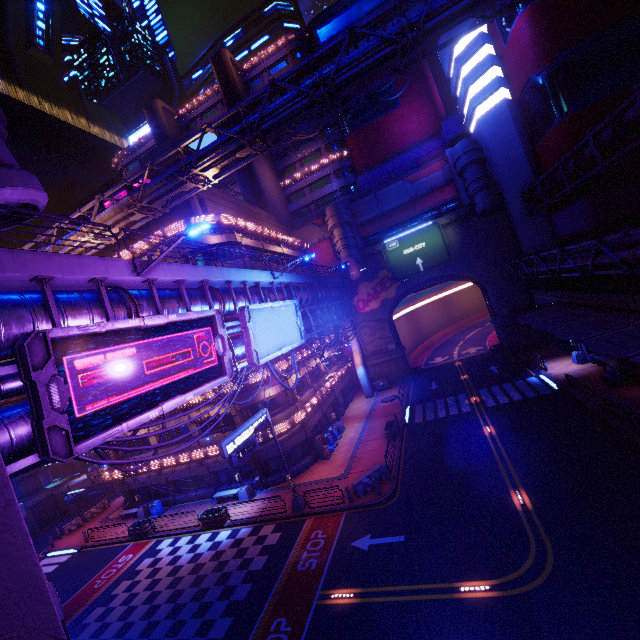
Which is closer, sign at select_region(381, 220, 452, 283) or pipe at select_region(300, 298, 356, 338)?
pipe at select_region(300, 298, 356, 338)

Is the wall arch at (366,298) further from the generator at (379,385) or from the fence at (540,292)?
the fence at (540,292)

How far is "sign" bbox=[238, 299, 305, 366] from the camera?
15.8 meters

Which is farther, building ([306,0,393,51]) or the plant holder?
building ([306,0,393,51])

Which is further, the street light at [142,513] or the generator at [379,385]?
the generator at [379,385]

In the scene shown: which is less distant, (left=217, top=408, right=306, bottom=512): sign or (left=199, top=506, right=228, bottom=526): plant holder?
(left=217, top=408, right=306, bottom=512): sign

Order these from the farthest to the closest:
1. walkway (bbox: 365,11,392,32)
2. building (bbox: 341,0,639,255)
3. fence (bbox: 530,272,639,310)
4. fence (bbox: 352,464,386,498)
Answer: walkway (bbox: 365,11,392,32)
building (bbox: 341,0,639,255)
fence (bbox: 352,464,386,498)
fence (bbox: 530,272,639,310)

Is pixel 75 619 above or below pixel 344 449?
below
